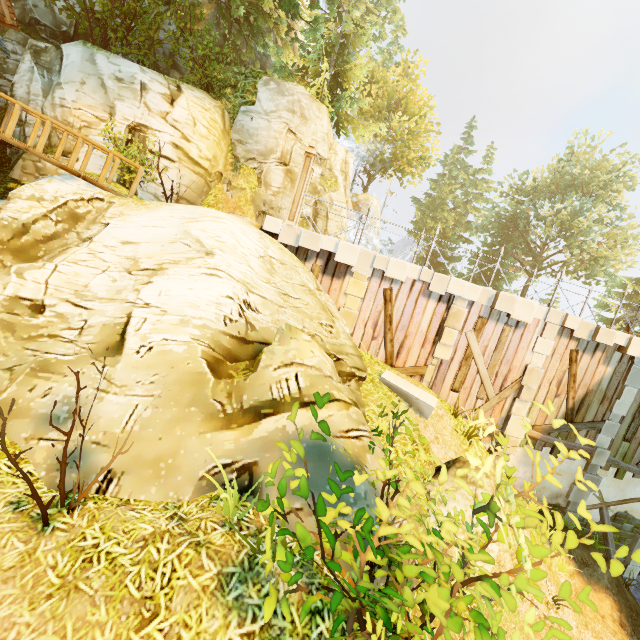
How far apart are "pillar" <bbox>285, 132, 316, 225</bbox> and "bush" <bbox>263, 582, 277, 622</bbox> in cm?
821

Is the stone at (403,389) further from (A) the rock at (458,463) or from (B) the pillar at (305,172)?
(B) the pillar at (305,172)

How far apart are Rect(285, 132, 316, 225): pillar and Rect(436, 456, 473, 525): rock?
7.44m

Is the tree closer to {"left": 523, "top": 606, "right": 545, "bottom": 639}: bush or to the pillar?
the pillar

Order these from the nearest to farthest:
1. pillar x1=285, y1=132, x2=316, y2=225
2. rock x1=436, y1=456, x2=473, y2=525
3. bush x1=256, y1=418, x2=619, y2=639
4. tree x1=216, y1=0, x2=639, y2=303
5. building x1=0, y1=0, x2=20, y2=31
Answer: bush x1=256, y1=418, x2=619, y2=639, rock x1=436, y1=456, x2=473, y2=525, building x1=0, y1=0, x2=20, y2=31, pillar x1=285, y1=132, x2=316, y2=225, tree x1=216, y1=0, x2=639, y2=303

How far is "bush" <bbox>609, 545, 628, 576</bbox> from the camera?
2.6m

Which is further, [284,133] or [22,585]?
[284,133]

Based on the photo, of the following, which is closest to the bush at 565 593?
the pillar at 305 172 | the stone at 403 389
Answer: the stone at 403 389
